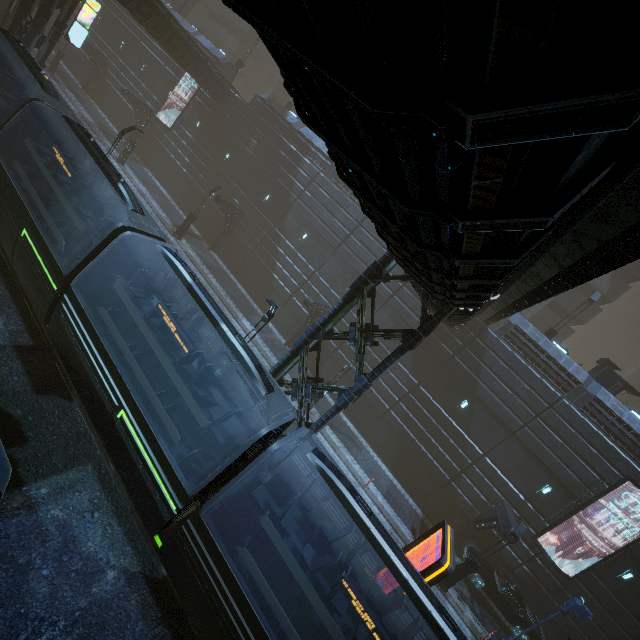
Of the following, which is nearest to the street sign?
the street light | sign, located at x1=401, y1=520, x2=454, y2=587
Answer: the street light

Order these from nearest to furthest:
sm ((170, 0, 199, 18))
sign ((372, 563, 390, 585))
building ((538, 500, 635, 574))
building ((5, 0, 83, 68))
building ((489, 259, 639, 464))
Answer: sign ((372, 563, 390, 585)), building ((538, 500, 635, 574)), building ((489, 259, 639, 464)), building ((5, 0, 83, 68)), sm ((170, 0, 199, 18))

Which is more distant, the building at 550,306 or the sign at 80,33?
the sign at 80,33

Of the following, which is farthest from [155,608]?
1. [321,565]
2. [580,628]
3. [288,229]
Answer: [288,229]

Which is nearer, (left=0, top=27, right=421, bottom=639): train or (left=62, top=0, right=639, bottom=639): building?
(left=62, top=0, right=639, bottom=639): building

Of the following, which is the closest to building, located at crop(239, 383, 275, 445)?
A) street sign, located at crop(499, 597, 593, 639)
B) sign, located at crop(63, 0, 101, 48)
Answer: sign, located at crop(63, 0, 101, 48)

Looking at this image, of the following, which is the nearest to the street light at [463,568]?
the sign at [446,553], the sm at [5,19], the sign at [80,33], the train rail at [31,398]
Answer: the sign at [446,553]

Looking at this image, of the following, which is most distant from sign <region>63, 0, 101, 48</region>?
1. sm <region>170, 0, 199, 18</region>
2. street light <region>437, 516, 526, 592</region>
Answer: street light <region>437, 516, 526, 592</region>
